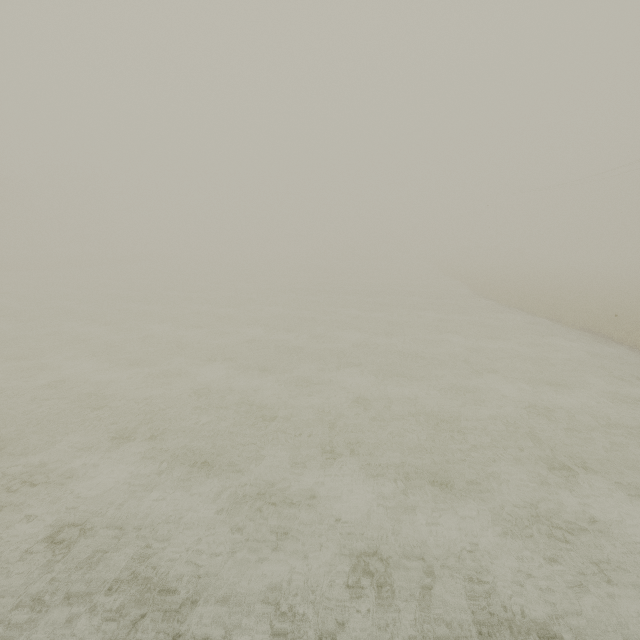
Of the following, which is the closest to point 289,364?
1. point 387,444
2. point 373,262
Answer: point 387,444
